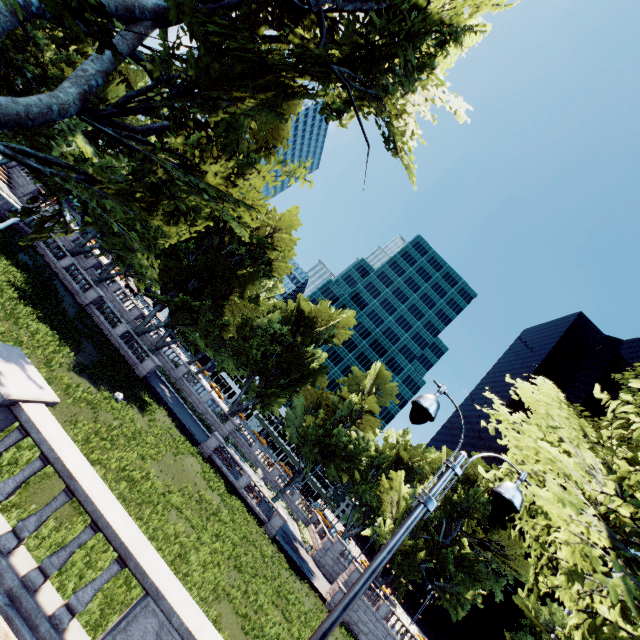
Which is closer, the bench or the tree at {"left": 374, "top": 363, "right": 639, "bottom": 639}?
the bench

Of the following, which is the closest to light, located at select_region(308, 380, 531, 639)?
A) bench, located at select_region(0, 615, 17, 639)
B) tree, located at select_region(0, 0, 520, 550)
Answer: bench, located at select_region(0, 615, 17, 639)

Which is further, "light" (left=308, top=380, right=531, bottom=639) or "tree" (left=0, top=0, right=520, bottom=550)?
"tree" (left=0, top=0, right=520, bottom=550)

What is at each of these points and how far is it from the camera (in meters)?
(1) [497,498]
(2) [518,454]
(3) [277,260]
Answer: (1) light, 5.04
(2) tree, 8.15
(3) tree, 45.69

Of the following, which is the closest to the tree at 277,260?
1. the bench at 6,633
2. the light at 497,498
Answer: the light at 497,498

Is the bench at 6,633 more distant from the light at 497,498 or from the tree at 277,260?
the tree at 277,260

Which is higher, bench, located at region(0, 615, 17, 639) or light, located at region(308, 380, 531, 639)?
light, located at region(308, 380, 531, 639)
